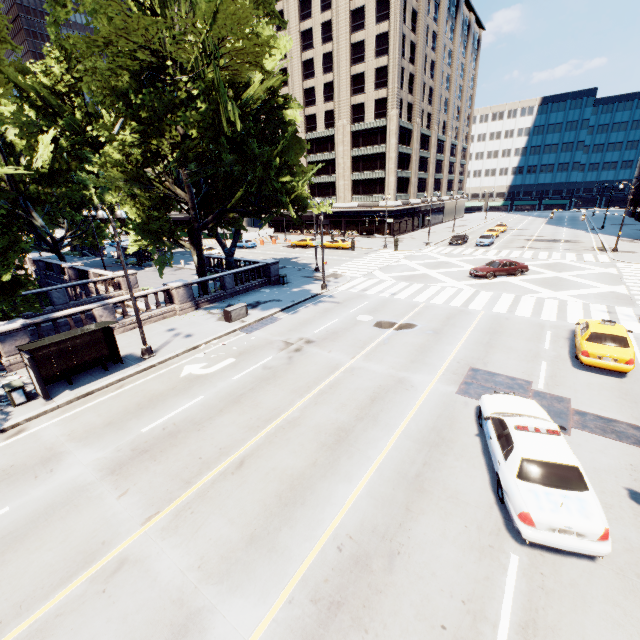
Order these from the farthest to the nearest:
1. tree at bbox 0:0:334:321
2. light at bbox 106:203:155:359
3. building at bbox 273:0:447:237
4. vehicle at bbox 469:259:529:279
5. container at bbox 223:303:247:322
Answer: building at bbox 273:0:447:237
vehicle at bbox 469:259:529:279
container at bbox 223:303:247:322
tree at bbox 0:0:334:321
light at bbox 106:203:155:359

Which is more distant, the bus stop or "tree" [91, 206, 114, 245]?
"tree" [91, 206, 114, 245]

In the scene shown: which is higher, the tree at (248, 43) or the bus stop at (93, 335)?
the tree at (248, 43)

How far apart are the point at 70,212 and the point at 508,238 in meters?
60.8 m

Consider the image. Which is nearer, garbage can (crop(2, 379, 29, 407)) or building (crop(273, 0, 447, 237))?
garbage can (crop(2, 379, 29, 407))

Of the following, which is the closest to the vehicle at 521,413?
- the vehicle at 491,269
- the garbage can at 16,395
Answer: the garbage can at 16,395

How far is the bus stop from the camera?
13.0m

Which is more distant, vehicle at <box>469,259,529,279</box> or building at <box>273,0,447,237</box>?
building at <box>273,0,447,237</box>
